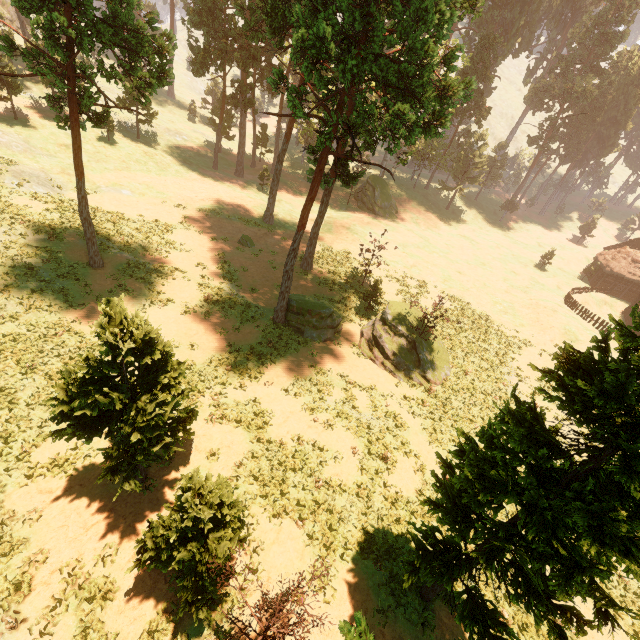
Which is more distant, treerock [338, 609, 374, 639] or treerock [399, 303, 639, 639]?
treerock [399, 303, 639, 639]

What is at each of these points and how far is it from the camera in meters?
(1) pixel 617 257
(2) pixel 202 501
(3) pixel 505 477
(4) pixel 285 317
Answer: (1) building, 49.3
(2) treerock, 8.4
(3) treerock, 7.4
(4) treerock, 25.7

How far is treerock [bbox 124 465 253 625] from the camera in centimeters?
818cm

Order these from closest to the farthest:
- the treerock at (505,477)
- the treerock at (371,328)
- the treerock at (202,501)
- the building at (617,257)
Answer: the treerock at (505,477) < the treerock at (202,501) < the treerock at (371,328) < the building at (617,257)

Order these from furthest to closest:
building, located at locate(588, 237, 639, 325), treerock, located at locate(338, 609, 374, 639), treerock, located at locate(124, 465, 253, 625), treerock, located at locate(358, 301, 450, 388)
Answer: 1. building, located at locate(588, 237, 639, 325)
2. treerock, located at locate(358, 301, 450, 388)
3. treerock, located at locate(124, 465, 253, 625)
4. treerock, located at locate(338, 609, 374, 639)

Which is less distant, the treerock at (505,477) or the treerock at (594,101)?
the treerock at (505,477)
